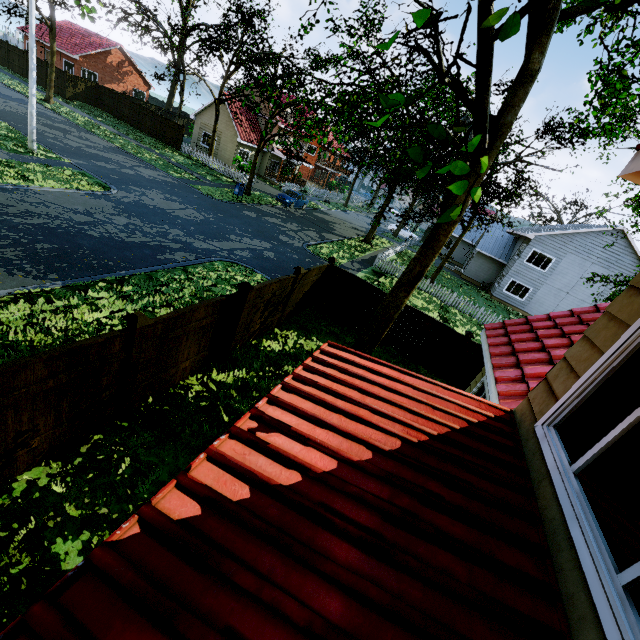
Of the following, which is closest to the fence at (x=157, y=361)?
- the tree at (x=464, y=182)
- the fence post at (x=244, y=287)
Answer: the fence post at (x=244, y=287)

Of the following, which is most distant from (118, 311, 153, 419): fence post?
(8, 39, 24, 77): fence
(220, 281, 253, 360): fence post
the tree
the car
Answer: the car

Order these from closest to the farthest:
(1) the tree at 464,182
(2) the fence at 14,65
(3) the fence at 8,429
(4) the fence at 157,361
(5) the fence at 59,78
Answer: (1) the tree at 464,182, (3) the fence at 8,429, (4) the fence at 157,361, (5) the fence at 59,78, (2) the fence at 14,65

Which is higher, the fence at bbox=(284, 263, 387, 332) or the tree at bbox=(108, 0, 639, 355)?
the tree at bbox=(108, 0, 639, 355)

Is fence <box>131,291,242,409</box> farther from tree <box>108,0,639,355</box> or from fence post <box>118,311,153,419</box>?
tree <box>108,0,639,355</box>

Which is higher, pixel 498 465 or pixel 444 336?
pixel 498 465

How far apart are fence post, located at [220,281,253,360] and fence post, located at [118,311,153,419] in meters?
2.5 m

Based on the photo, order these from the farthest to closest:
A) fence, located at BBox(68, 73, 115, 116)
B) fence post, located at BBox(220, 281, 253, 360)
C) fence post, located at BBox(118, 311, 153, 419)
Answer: fence, located at BBox(68, 73, 115, 116) → fence post, located at BBox(220, 281, 253, 360) → fence post, located at BBox(118, 311, 153, 419)
